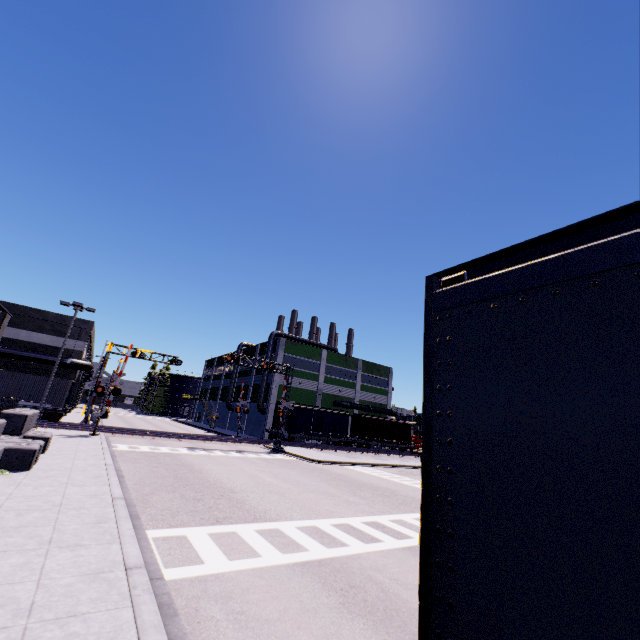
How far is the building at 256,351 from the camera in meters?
53.7

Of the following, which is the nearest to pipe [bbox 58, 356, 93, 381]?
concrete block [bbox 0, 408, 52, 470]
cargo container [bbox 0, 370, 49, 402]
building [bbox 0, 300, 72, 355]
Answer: building [bbox 0, 300, 72, 355]

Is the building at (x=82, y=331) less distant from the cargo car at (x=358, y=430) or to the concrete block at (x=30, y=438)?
the concrete block at (x=30, y=438)

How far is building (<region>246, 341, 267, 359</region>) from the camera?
53.7 meters

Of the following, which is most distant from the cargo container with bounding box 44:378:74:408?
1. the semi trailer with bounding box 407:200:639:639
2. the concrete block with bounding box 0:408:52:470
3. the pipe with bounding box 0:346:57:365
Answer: the concrete block with bounding box 0:408:52:470

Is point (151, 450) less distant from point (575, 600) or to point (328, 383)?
point (575, 600)

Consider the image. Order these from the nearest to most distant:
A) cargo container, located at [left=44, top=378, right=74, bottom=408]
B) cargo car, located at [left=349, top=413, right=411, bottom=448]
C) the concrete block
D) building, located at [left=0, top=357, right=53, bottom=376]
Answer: the concrete block
cargo container, located at [left=44, top=378, right=74, bottom=408]
building, located at [left=0, top=357, right=53, bottom=376]
cargo car, located at [left=349, top=413, right=411, bottom=448]

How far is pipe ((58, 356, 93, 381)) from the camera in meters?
33.2
